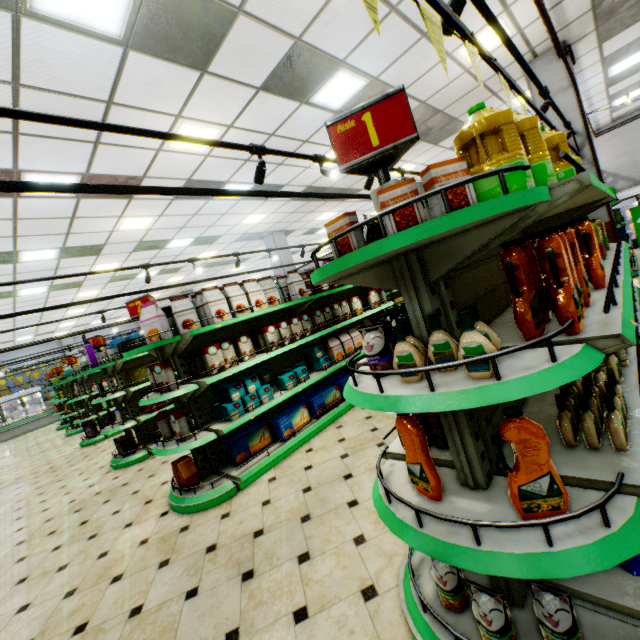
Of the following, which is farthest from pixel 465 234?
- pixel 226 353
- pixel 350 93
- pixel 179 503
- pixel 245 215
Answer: pixel 245 215

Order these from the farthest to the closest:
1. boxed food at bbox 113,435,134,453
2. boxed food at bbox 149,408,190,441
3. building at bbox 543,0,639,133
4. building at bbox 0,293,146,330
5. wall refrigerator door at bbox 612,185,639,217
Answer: building at bbox 0,293,146,330
wall refrigerator door at bbox 612,185,639,217
boxed food at bbox 113,435,134,453
building at bbox 543,0,639,133
boxed food at bbox 149,408,190,441

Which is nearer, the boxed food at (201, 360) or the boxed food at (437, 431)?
the boxed food at (437, 431)

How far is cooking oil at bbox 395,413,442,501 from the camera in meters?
1.5

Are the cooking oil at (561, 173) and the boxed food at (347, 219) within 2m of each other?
yes

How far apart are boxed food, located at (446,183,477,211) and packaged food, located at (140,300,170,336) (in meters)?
3.14

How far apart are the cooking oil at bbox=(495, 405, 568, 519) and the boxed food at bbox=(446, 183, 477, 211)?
0.80m

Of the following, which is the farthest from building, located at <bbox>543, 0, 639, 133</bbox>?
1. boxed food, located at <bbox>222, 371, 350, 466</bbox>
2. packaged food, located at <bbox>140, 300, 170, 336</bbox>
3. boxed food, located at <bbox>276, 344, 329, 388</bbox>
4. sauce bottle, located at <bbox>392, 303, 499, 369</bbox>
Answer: packaged food, located at <bbox>140, 300, 170, 336</bbox>
